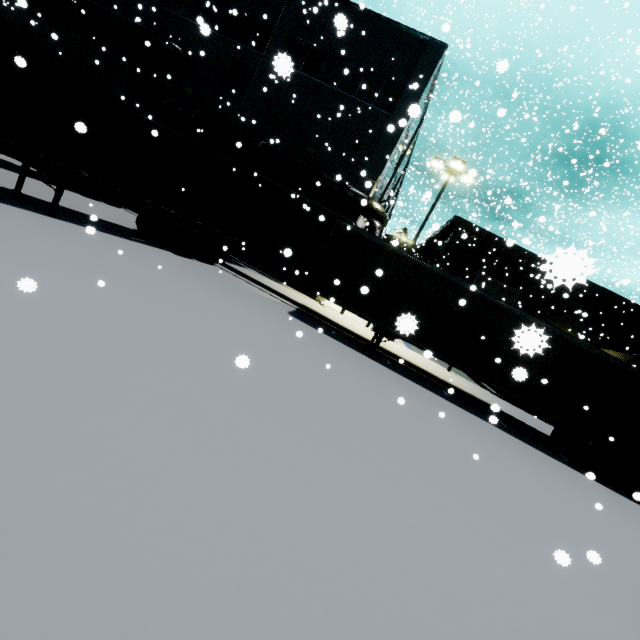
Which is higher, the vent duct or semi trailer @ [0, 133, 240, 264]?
the vent duct

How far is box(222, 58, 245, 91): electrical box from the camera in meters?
A: 18.1

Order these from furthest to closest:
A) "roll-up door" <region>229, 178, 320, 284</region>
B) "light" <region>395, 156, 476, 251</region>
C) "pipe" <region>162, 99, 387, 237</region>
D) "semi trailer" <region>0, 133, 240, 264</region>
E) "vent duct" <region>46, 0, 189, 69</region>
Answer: "roll-up door" <region>229, 178, 320, 284</region> → "vent duct" <region>46, 0, 189, 69</region> → "pipe" <region>162, 99, 387, 237</region> → "light" <region>395, 156, 476, 251</region> → "semi trailer" <region>0, 133, 240, 264</region>

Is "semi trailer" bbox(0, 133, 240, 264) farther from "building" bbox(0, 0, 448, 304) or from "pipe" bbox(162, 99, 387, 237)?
"pipe" bbox(162, 99, 387, 237)

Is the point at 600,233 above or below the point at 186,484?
above

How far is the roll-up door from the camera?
18.9m

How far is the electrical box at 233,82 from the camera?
18.14m

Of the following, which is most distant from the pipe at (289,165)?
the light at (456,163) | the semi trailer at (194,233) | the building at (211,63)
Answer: the light at (456,163)
